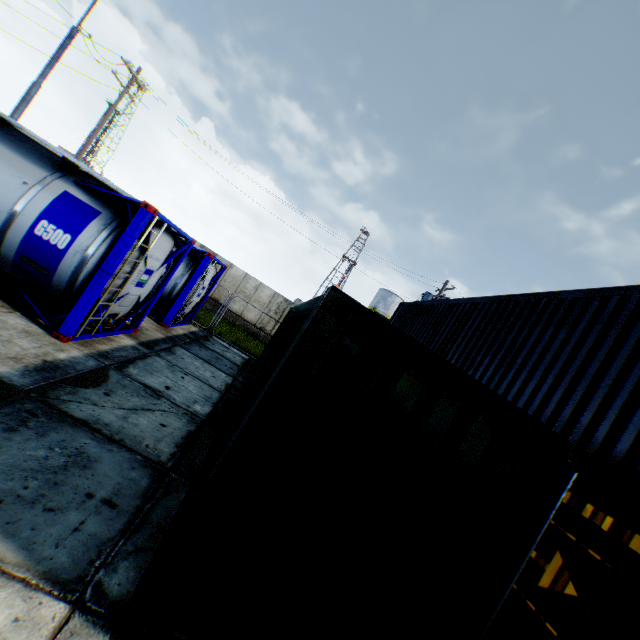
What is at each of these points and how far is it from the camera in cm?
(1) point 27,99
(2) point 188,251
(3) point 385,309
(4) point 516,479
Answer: (1) street light, 1255
(2) tank container, 886
(3) vertical tank, 4191
(4) storage container, 268

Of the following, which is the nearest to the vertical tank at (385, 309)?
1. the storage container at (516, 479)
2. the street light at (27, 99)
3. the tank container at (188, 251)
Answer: the storage container at (516, 479)

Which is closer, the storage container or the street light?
the storage container

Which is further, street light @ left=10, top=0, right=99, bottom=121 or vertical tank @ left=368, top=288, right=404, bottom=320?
vertical tank @ left=368, top=288, right=404, bottom=320

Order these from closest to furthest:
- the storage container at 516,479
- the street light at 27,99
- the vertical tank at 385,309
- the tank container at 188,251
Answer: the storage container at 516,479, the tank container at 188,251, the street light at 27,99, the vertical tank at 385,309

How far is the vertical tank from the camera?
41.94m

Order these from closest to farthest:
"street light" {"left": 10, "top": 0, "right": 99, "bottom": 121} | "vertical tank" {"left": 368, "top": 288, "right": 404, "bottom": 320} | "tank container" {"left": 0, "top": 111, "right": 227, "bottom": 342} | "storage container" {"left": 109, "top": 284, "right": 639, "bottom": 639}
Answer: "storage container" {"left": 109, "top": 284, "right": 639, "bottom": 639}, "tank container" {"left": 0, "top": 111, "right": 227, "bottom": 342}, "street light" {"left": 10, "top": 0, "right": 99, "bottom": 121}, "vertical tank" {"left": 368, "top": 288, "right": 404, "bottom": 320}

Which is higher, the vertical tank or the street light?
the vertical tank
